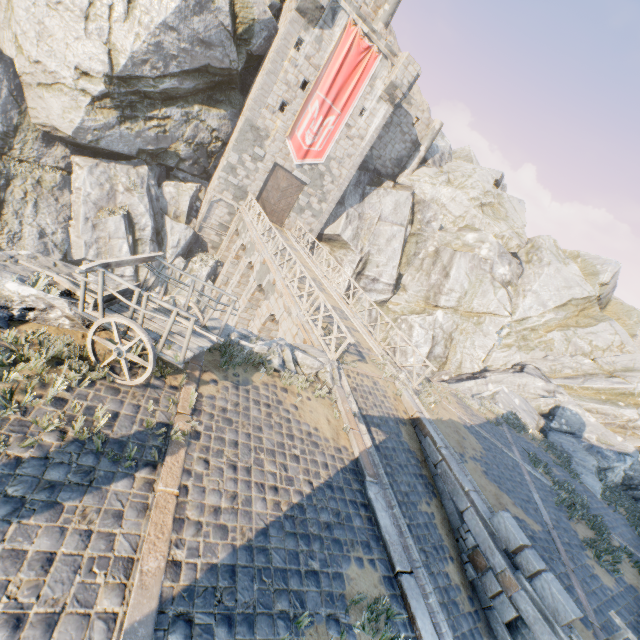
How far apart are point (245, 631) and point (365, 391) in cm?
749

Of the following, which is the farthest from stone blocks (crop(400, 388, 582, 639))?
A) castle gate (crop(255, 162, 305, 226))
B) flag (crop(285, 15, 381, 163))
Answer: castle gate (crop(255, 162, 305, 226))

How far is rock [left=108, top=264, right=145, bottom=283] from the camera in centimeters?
2064cm

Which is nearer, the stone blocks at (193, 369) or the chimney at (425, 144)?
the stone blocks at (193, 369)

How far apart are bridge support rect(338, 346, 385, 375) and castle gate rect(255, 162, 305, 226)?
16.8m

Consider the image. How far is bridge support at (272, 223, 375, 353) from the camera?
13.74m

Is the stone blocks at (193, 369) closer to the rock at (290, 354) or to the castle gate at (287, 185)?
the rock at (290, 354)

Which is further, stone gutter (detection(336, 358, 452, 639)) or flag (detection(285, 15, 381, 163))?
flag (detection(285, 15, 381, 163))
